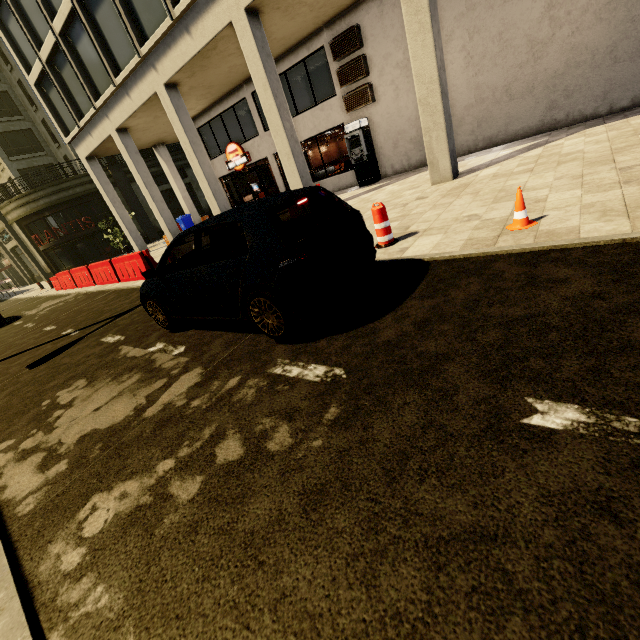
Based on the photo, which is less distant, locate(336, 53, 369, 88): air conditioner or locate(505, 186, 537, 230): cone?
locate(505, 186, 537, 230): cone

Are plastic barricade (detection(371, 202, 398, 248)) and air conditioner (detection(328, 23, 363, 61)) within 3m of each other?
no

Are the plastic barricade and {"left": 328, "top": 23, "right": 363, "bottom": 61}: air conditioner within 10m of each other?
no

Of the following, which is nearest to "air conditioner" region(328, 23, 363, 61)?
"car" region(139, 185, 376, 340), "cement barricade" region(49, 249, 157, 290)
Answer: "cement barricade" region(49, 249, 157, 290)

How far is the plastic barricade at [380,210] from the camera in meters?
5.3

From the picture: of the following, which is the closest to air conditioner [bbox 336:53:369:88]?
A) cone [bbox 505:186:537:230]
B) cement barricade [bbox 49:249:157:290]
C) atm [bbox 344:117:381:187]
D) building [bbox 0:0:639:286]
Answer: building [bbox 0:0:639:286]

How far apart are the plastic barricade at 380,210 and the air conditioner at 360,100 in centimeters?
991cm

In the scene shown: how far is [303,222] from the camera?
4.0m
